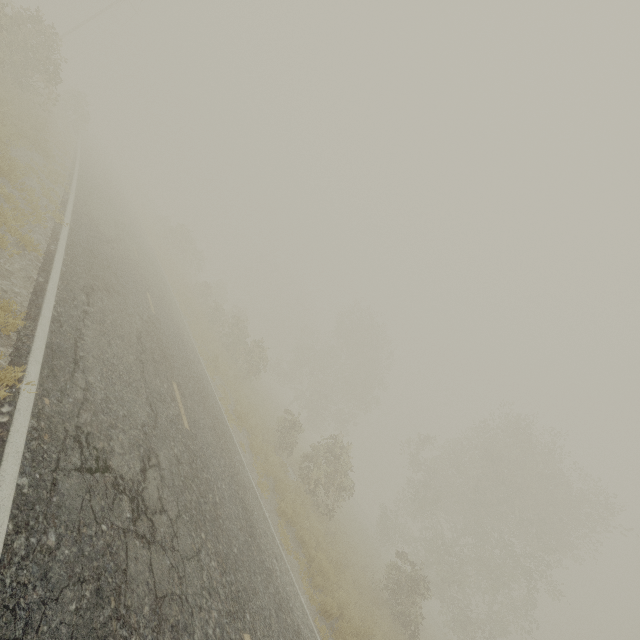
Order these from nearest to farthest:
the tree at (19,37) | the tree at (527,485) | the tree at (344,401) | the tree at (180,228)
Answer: the tree at (19,37) → the tree at (344,401) → the tree at (180,228) → the tree at (527,485)

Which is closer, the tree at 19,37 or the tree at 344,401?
the tree at 19,37

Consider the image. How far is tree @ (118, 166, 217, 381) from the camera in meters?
18.7

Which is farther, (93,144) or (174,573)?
(93,144)

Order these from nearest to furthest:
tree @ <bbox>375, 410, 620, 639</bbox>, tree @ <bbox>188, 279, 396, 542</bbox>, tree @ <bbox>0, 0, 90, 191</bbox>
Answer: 1. tree @ <bbox>0, 0, 90, 191</bbox>
2. tree @ <bbox>188, 279, 396, 542</bbox>
3. tree @ <bbox>375, 410, 620, 639</bbox>

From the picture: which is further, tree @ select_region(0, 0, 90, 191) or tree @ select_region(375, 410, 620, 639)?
tree @ select_region(375, 410, 620, 639)
